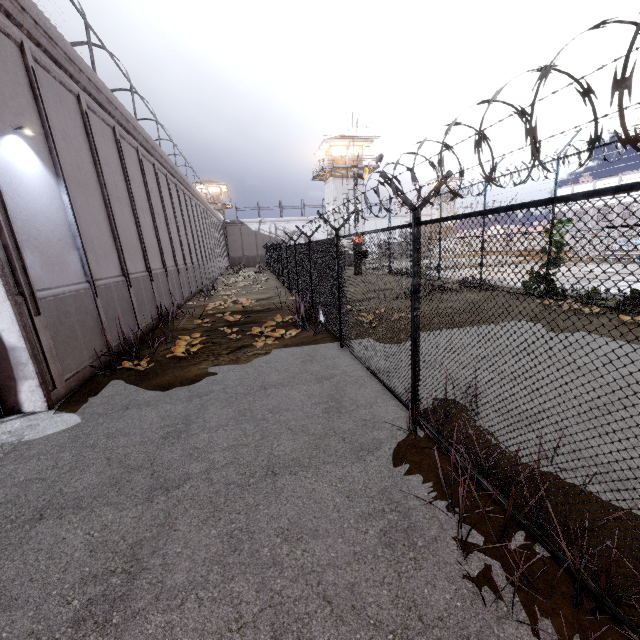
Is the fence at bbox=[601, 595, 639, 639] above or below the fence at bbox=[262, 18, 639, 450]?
below

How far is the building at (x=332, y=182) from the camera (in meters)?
38.88

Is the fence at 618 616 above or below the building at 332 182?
below

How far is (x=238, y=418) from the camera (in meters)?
5.26

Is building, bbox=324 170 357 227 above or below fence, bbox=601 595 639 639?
above

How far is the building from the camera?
38.88m

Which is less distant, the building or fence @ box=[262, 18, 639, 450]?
fence @ box=[262, 18, 639, 450]
